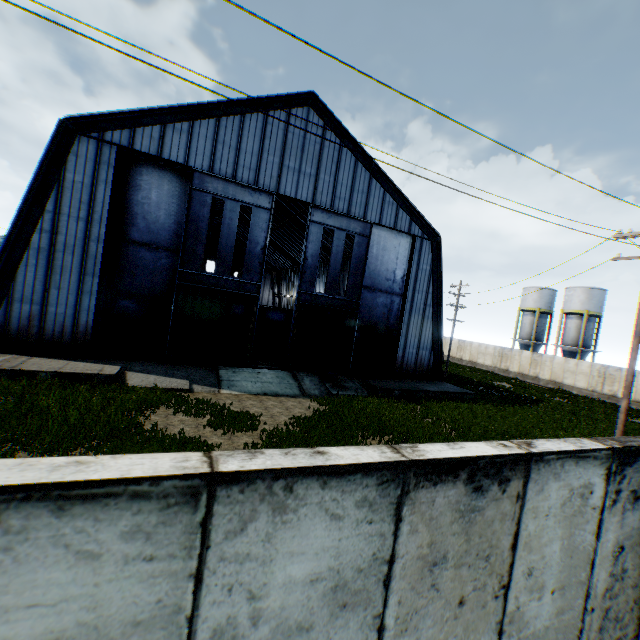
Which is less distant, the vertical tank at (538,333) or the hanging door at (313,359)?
the hanging door at (313,359)

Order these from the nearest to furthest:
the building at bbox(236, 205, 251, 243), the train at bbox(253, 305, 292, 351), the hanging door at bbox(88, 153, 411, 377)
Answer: the hanging door at bbox(88, 153, 411, 377)
the train at bbox(253, 305, 292, 351)
the building at bbox(236, 205, 251, 243)

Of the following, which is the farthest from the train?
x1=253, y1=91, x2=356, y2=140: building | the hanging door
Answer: → the hanging door

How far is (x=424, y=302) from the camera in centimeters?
2444cm

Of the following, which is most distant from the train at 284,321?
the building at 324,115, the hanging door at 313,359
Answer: the hanging door at 313,359

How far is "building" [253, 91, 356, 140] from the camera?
18.62m

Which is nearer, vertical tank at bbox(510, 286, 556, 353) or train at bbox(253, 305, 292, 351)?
train at bbox(253, 305, 292, 351)

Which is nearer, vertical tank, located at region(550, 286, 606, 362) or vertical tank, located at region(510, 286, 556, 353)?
vertical tank, located at region(550, 286, 606, 362)
